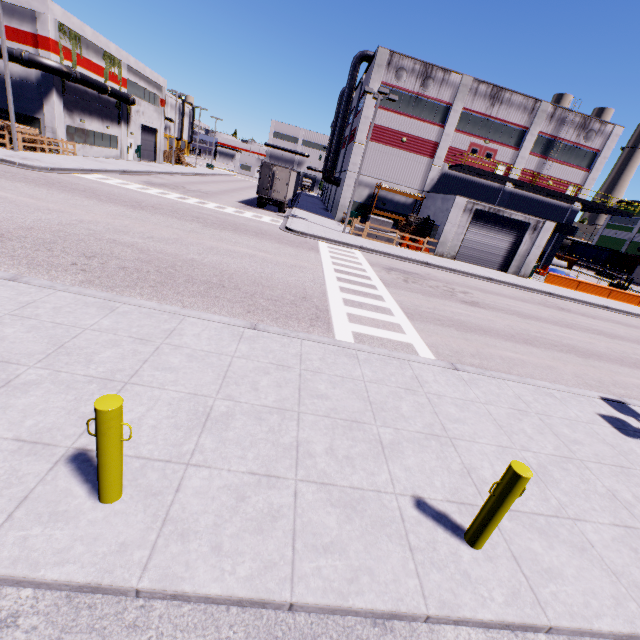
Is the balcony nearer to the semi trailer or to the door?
the door

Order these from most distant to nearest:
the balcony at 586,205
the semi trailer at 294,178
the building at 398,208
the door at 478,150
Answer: the building at 398,208 < the door at 478,150 < the balcony at 586,205 < the semi trailer at 294,178

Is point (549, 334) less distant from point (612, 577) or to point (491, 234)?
point (612, 577)

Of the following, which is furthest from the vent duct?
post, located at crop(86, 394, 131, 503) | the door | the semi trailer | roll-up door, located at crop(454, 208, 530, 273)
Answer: post, located at crop(86, 394, 131, 503)

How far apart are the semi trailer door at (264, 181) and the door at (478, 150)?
18.74m

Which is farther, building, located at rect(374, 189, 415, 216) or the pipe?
building, located at rect(374, 189, 415, 216)

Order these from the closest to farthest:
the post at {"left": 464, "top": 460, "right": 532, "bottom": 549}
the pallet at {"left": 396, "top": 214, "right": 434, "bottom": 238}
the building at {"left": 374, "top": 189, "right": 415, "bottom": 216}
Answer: the post at {"left": 464, "top": 460, "right": 532, "bottom": 549} < the pallet at {"left": 396, "top": 214, "right": 434, "bottom": 238} < the building at {"left": 374, "top": 189, "right": 415, "bottom": 216}

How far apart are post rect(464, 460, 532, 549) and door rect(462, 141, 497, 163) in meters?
34.6 m
